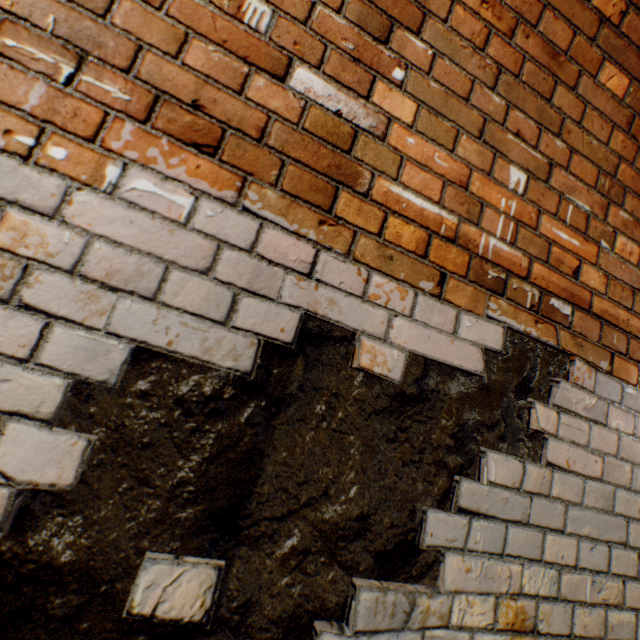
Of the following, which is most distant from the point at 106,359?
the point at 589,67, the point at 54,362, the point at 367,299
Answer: the point at 589,67
